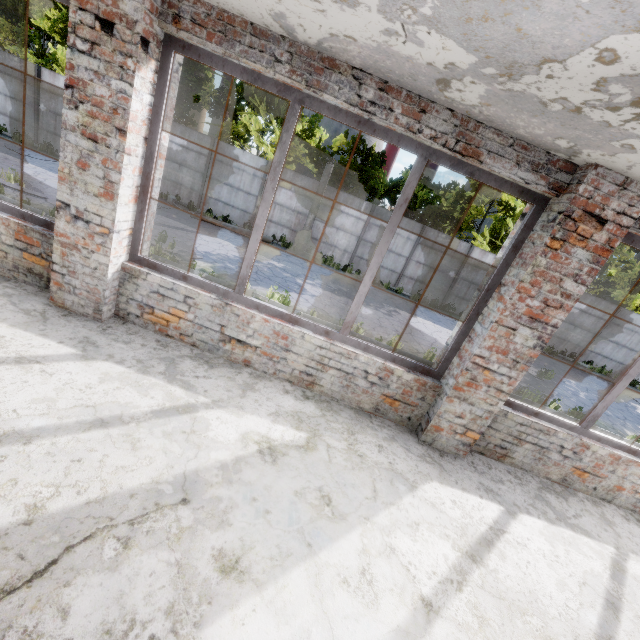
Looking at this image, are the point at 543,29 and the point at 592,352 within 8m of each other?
no
